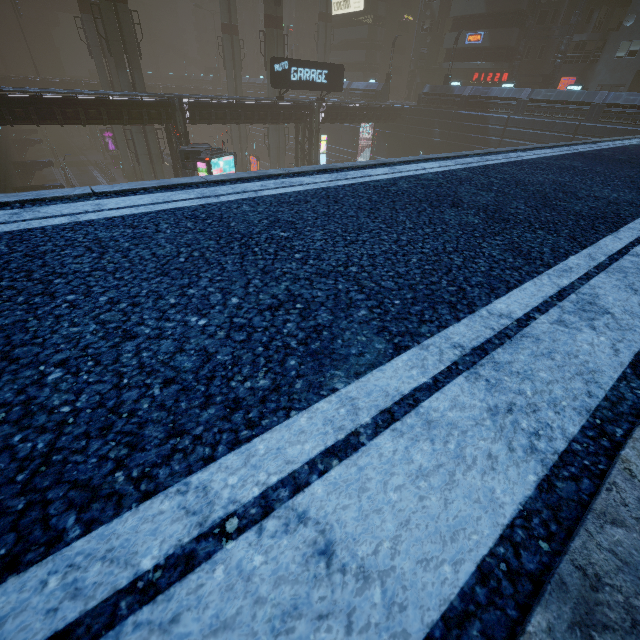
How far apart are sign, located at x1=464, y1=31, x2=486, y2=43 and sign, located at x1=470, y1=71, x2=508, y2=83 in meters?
3.7 m

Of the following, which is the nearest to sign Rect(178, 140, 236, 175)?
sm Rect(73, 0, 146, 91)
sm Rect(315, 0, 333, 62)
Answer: sm Rect(73, 0, 146, 91)

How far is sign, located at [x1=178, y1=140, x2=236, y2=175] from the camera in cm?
1995

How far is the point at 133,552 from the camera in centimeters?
87cm

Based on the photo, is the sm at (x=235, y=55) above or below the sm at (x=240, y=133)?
above

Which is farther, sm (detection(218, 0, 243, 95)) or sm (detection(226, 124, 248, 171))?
sm (detection(226, 124, 248, 171))

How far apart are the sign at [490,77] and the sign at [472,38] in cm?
370

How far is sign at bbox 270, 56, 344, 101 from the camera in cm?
2592
